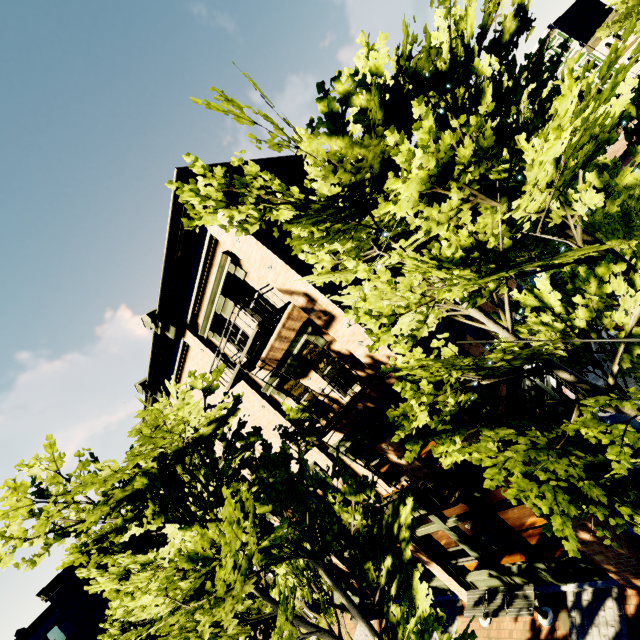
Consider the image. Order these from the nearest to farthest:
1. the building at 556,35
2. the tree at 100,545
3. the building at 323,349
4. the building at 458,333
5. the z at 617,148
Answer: the tree at 100,545
the building at 323,349
the building at 458,333
the z at 617,148
the building at 556,35

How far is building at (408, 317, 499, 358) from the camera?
8.4m

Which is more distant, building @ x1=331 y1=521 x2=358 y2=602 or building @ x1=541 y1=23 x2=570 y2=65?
building @ x1=541 y1=23 x2=570 y2=65

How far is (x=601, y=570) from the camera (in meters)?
7.43

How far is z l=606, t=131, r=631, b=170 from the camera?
29.09m

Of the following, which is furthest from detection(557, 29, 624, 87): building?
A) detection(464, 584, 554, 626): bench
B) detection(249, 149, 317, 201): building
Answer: detection(464, 584, 554, 626): bench

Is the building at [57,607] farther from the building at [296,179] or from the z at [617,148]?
the z at [617,148]

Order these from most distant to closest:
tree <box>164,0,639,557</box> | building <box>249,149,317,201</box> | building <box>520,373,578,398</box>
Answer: building <box>249,149,317,201</box>
building <box>520,373,578,398</box>
tree <box>164,0,639,557</box>
